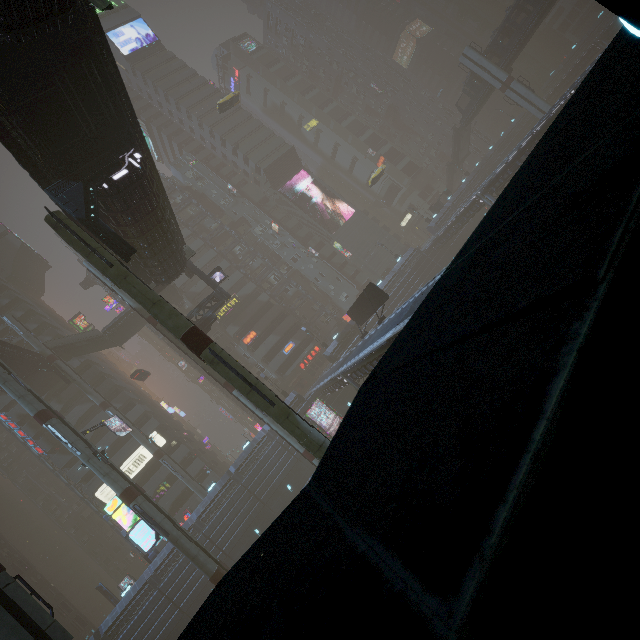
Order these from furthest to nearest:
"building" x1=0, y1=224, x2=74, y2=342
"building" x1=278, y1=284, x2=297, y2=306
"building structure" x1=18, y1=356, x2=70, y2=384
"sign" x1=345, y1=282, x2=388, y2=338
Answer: "building" x1=278, y1=284, x2=297, y2=306 < "building" x1=0, y1=224, x2=74, y2=342 < "building structure" x1=18, y1=356, x2=70, y2=384 < "sign" x1=345, y1=282, x2=388, y2=338

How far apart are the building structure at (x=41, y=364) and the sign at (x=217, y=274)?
23.9m

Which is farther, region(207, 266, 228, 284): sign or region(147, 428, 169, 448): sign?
region(147, 428, 169, 448): sign

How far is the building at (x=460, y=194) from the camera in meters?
55.4

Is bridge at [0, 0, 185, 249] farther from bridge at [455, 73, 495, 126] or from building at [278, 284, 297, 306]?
bridge at [455, 73, 495, 126]

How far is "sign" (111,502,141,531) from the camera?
23.9m

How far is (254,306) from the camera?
53.9 meters

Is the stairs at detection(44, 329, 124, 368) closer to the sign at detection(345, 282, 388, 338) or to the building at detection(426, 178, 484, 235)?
the building at detection(426, 178, 484, 235)
